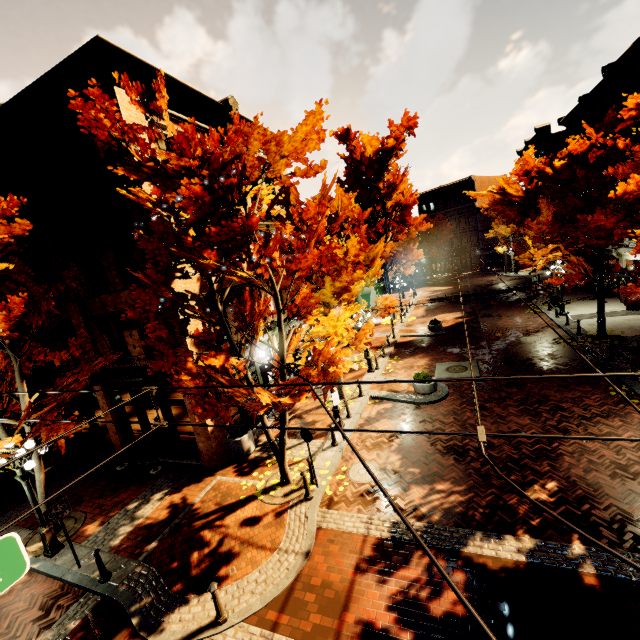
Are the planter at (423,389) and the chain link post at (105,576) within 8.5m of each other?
no

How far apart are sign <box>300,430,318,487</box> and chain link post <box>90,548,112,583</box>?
5.7m

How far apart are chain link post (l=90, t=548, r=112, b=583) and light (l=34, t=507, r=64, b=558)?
2.4 meters

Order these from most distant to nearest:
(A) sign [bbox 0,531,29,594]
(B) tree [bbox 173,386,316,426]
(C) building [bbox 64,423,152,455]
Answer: (C) building [bbox 64,423,152,455] < (B) tree [bbox 173,386,316,426] < (A) sign [bbox 0,531,29,594]

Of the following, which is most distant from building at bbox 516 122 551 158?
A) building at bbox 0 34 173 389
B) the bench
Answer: the bench

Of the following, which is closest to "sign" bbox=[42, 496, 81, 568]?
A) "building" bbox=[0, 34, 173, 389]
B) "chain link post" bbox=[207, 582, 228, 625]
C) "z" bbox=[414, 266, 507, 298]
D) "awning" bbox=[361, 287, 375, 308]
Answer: "building" bbox=[0, 34, 173, 389]

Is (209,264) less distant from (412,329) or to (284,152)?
(284,152)

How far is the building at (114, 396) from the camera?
13.5m
